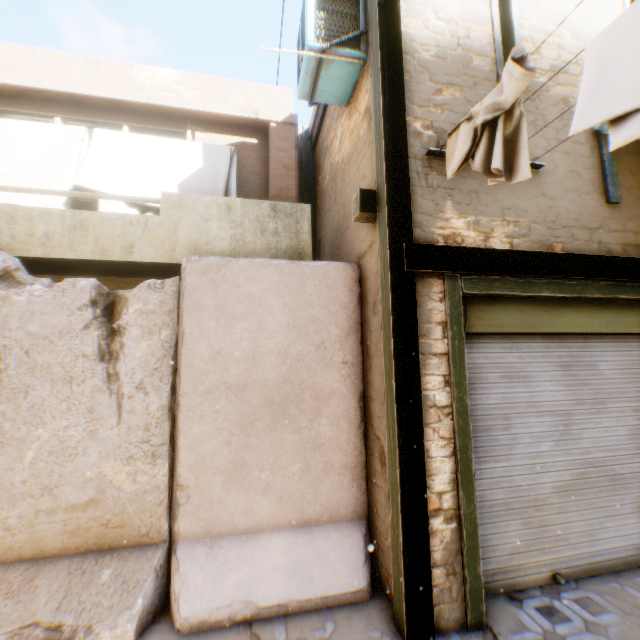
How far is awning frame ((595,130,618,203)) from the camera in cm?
361

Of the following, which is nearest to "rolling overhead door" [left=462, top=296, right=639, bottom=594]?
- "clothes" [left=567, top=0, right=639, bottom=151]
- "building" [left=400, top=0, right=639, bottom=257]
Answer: "building" [left=400, top=0, right=639, bottom=257]

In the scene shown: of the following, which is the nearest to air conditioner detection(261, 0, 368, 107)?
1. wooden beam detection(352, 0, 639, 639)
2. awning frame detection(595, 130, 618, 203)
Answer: wooden beam detection(352, 0, 639, 639)

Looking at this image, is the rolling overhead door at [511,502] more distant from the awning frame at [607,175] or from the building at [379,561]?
the awning frame at [607,175]

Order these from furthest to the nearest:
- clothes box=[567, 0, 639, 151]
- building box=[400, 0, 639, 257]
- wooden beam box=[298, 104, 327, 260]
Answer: wooden beam box=[298, 104, 327, 260]
building box=[400, 0, 639, 257]
clothes box=[567, 0, 639, 151]

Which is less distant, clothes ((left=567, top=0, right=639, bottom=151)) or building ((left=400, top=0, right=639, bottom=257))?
clothes ((left=567, top=0, right=639, bottom=151))

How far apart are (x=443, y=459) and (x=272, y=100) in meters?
6.5

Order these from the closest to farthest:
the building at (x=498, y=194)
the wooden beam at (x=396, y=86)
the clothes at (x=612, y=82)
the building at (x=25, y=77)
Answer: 1. the clothes at (x=612, y=82)
2. the wooden beam at (x=396, y=86)
3. the building at (x=498, y=194)
4. the building at (x=25, y=77)
